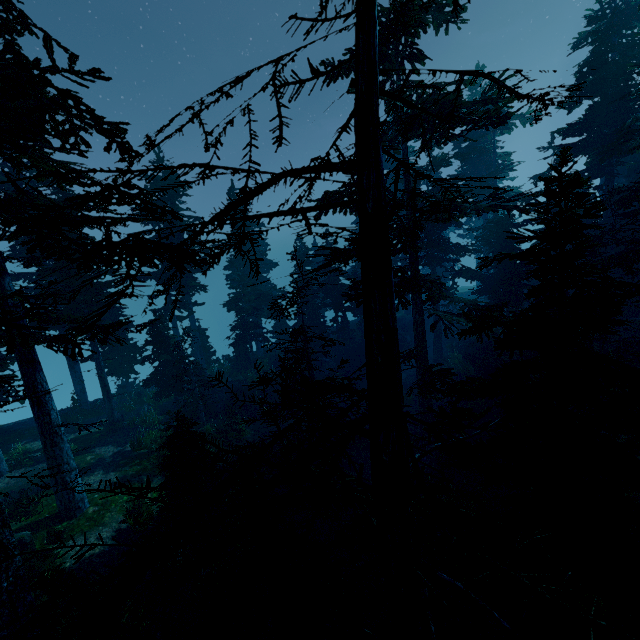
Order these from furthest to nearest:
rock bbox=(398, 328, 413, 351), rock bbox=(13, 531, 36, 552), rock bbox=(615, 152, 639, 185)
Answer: rock bbox=(398, 328, 413, 351) → rock bbox=(615, 152, 639, 185) → rock bbox=(13, 531, 36, 552)

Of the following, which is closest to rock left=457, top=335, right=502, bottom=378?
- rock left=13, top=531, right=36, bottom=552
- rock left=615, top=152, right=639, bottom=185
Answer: rock left=615, top=152, right=639, bottom=185

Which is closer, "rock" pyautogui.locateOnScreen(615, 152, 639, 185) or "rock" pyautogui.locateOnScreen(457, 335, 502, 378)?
"rock" pyautogui.locateOnScreen(457, 335, 502, 378)

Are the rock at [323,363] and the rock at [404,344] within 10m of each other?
yes

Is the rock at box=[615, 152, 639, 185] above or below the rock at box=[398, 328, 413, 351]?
above

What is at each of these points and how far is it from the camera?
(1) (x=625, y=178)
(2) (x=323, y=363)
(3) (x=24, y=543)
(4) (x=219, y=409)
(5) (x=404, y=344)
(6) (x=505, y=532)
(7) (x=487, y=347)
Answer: (1) rock, 27.5m
(2) rock, 28.9m
(3) rock, 11.0m
(4) rock, 22.2m
(5) rock, 33.6m
(6) instancedfoliageactor, 1.7m
(7) rock, 24.6m

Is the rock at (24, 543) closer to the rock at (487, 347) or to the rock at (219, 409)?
the rock at (219, 409)

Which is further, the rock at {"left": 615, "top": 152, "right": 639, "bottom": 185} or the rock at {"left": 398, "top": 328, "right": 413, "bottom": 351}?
the rock at {"left": 398, "top": 328, "right": 413, "bottom": 351}
